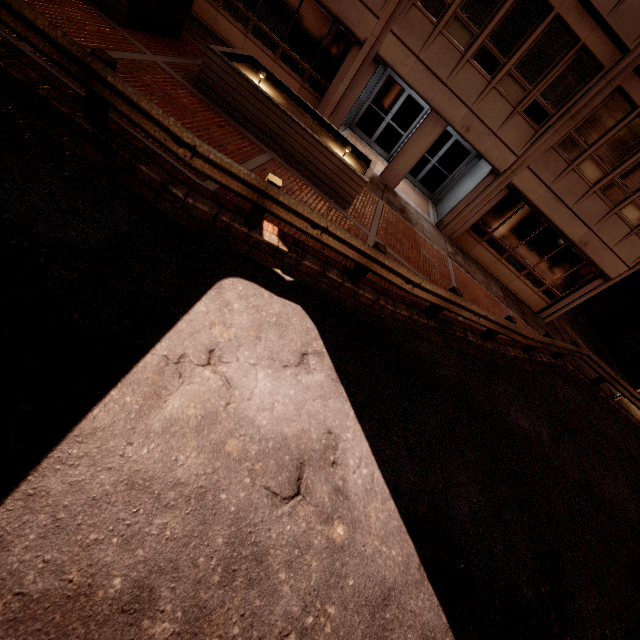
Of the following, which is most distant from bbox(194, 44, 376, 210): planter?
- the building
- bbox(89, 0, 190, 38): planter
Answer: the building

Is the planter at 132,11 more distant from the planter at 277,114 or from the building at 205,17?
the building at 205,17

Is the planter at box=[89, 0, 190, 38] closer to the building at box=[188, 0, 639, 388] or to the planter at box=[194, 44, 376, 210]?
the planter at box=[194, 44, 376, 210]

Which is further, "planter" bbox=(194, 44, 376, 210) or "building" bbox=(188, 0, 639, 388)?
"building" bbox=(188, 0, 639, 388)

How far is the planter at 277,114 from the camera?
7.98m

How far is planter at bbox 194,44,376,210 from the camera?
8.0 meters

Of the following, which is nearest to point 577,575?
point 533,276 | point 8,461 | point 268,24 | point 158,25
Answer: point 8,461
